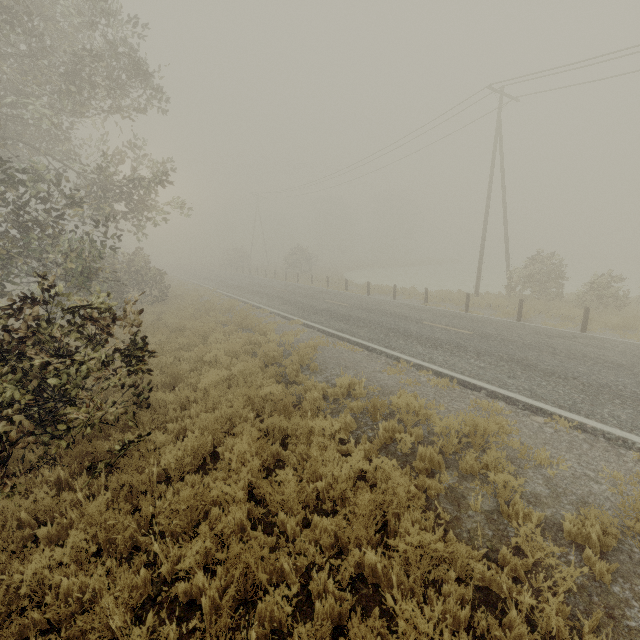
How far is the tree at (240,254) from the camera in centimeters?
5016cm

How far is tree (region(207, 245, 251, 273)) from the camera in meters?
50.2 m

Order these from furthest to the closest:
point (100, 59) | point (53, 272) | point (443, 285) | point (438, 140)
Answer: point (443, 285) → point (438, 140) → point (100, 59) → point (53, 272)

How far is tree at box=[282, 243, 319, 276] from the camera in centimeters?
3834cm

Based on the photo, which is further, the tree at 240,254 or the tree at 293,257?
the tree at 240,254

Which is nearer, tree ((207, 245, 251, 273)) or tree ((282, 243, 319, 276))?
tree ((282, 243, 319, 276))
